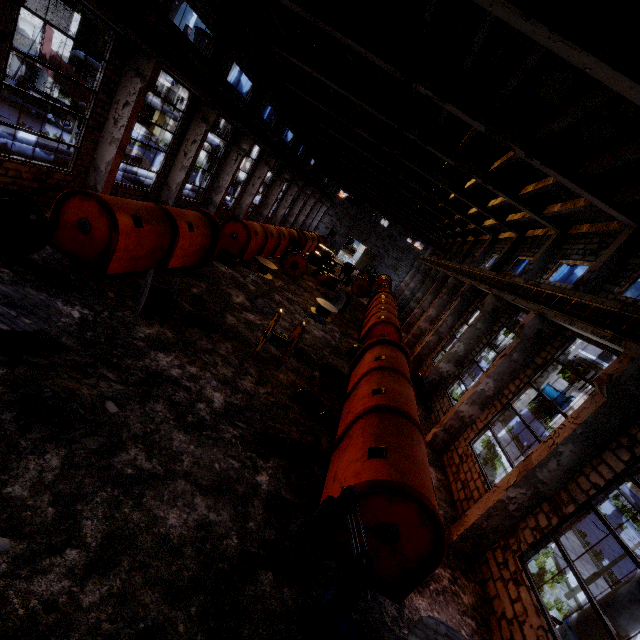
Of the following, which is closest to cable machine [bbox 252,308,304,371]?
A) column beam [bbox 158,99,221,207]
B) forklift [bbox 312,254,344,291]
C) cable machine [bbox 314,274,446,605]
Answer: cable machine [bbox 314,274,446,605]

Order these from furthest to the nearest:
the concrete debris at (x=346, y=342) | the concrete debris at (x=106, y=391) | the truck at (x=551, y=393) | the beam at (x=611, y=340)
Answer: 1. the truck at (x=551, y=393)
2. the concrete debris at (x=346, y=342)
3. the beam at (x=611, y=340)
4. the concrete debris at (x=106, y=391)

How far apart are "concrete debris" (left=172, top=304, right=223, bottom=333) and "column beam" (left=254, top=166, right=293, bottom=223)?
19.8m

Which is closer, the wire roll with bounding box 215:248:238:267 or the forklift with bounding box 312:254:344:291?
the wire roll with bounding box 215:248:238:267

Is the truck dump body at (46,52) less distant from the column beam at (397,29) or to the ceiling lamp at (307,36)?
the column beam at (397,29)

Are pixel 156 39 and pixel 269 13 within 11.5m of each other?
yes

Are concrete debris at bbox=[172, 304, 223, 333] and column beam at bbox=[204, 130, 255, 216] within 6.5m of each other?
no

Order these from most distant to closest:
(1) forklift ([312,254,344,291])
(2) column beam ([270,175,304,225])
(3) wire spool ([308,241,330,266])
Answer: (2) column beam ([270,175,304,225]) → (3) wire spool ([308,241,330,266]) → (1) forklift ([312,254,344,291])
